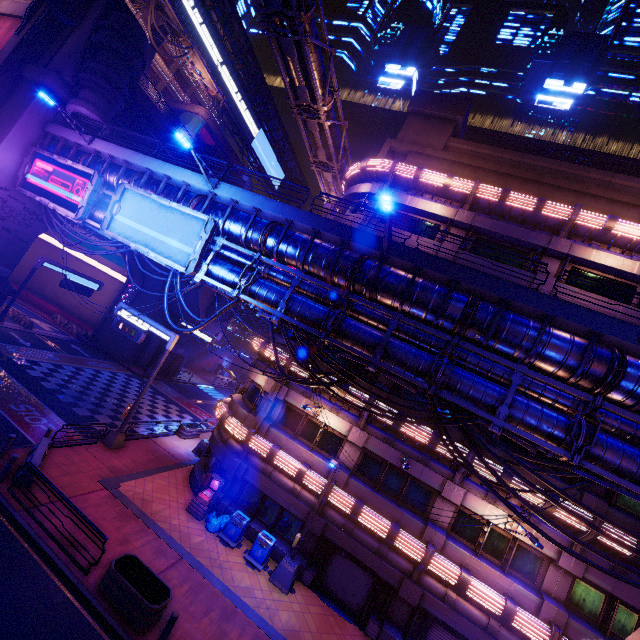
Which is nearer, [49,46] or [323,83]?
[323,83]

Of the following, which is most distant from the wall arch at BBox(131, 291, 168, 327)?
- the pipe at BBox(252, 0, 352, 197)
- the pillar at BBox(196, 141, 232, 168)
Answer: the pipe at BBox(252, 0, 352, 197)

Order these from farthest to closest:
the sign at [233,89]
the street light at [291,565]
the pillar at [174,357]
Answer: the sign at [233,89], the pillar at [174,357], the street light at [291,565]

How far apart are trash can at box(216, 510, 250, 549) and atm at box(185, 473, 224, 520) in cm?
111

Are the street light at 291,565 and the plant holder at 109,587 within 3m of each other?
no

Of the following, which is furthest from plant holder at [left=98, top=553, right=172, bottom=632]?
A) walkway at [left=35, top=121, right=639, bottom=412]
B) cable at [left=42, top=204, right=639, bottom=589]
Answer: walkway at [left=35, top=121, right=639, bottom=412]

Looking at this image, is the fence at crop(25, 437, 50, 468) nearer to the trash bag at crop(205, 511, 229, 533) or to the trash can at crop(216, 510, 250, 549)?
the trash bag at crop(205, 511, 229, 533)

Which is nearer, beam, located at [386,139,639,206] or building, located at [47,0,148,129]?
beam, located at [386,139,639,206]
